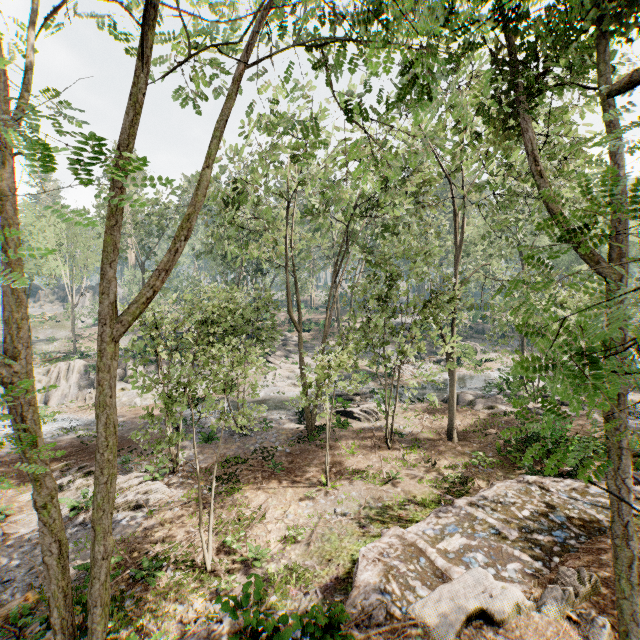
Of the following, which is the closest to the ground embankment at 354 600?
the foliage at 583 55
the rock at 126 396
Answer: the foliage at 583 55

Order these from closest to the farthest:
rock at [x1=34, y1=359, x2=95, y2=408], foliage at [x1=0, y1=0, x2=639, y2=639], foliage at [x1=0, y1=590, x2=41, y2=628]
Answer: foliage at [x1=0, y1=0, x2=639, y2=639]
foliage at [x1=0, y1=590, x2=41, y2=628]
rock at [x1=34, y1=359, x2=95, y2=408]

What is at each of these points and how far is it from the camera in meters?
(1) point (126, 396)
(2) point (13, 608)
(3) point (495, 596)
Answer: (1) rock, 28.9
(2) foliage, 5.3
(3) foliage, 6.5

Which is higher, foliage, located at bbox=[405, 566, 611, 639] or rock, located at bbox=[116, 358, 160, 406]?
foliage, located at bbox=[405, 566, 611, 639]

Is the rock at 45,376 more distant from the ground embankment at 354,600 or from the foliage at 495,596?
the ground embankment at 354,600

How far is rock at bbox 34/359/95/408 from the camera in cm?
2822
